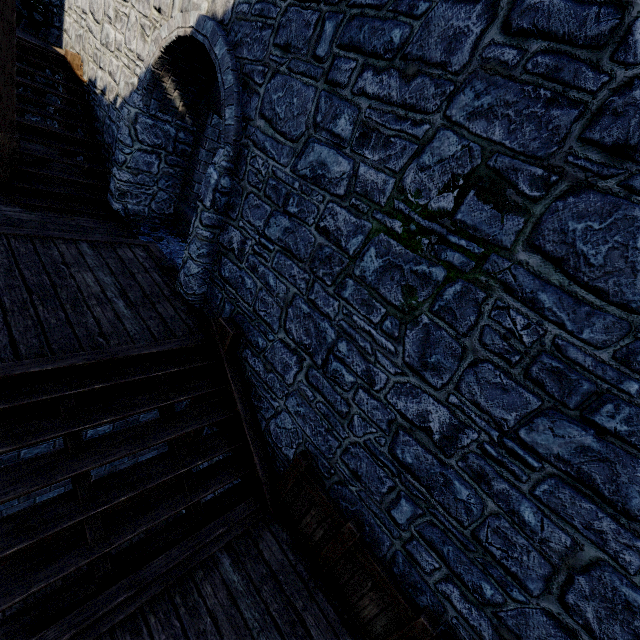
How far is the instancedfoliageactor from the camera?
6.7 meters

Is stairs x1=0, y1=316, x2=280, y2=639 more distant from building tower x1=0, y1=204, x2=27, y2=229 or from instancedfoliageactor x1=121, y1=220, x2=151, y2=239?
instancedfoliageactor x1=121, y1=220, x2=151, y2=239

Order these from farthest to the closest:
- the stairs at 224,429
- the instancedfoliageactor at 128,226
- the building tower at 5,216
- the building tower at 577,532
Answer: the instancedfoliageactor at 128,226 → the building tower at 5,216 → the stairs at 224,429 → the building tower at 577,532

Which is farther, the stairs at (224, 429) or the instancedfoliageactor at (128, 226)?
the instancedfoliageactor at (128, 226)

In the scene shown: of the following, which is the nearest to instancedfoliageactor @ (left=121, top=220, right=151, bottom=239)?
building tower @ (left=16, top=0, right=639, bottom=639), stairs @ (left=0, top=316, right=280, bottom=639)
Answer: building tower @ (left=16, top=0, right=639, bottom=639)

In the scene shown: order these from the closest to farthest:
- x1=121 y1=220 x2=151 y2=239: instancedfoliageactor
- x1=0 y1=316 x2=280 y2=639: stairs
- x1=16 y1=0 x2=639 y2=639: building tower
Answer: x1=16 y1=0 x2=639 y2=639: building tower → x1=0 y1=316 x2=280 y2=639: stairs → x1=121 y1=220 x2=151 y2=239: instancedfoliageactor

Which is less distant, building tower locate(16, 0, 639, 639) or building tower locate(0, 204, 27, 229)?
building tower locate(16, 0, 639, 639)

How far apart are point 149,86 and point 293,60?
3.73m
